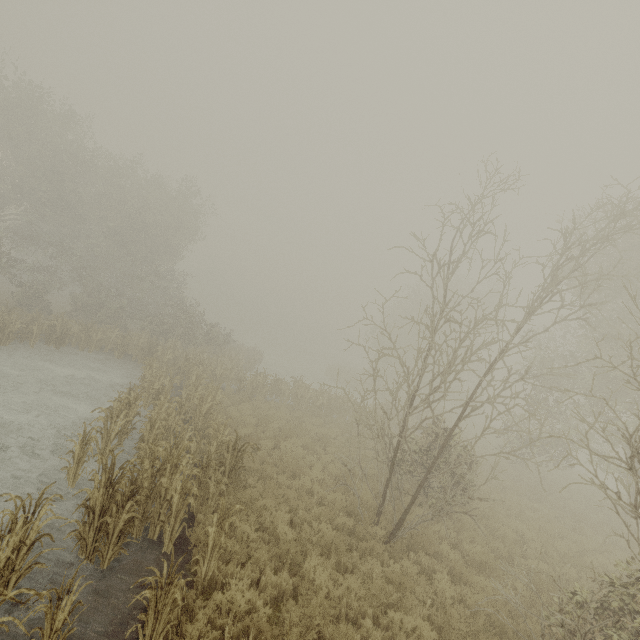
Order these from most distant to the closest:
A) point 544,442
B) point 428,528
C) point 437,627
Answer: point 544,442 < point 428,528 < point 437,627
